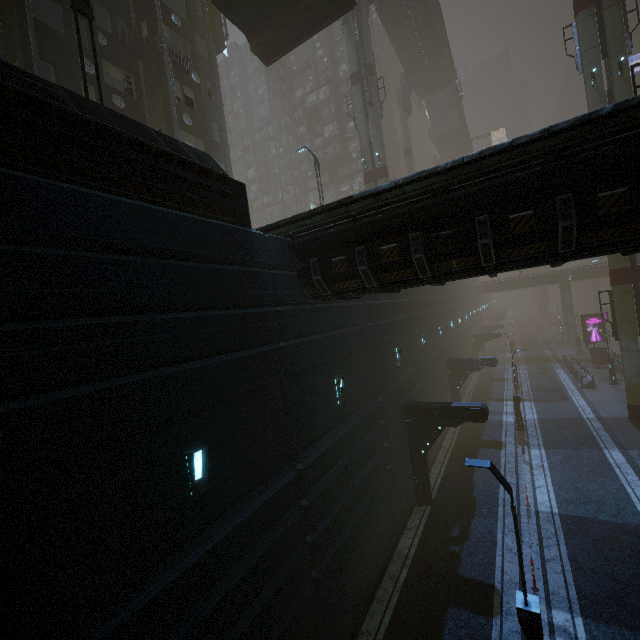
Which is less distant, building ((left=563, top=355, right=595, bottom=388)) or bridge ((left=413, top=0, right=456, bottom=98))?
building ((left=563, top=355, right=595, bottom=388))

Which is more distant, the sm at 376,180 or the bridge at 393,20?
the bridge at 393,20

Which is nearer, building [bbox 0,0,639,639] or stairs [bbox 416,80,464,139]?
building [bbox 0,0,639,639]

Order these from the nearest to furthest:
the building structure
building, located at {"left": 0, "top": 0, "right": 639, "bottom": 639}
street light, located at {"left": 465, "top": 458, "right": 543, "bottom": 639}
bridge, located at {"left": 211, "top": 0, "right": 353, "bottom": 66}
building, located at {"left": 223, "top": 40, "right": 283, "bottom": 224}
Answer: building, located at {"left": 0, "top": 0, "right": 639, "bottom": 639}
street light, located at {"left": 465, "top": 458, "right": 543, "bottom": 639}
bridge, located at {"left": 211, "top": 0, "right": 353, "bottom": 66}
the building structure
building, located at {"left": 223, "top": 40, "right": 283, "bottom": 224}

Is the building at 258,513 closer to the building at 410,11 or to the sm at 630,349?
the sm at 630,349

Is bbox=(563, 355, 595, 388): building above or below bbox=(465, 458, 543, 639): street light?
below

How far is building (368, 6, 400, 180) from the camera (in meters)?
53.62

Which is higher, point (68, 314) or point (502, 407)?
point (68, 314)
